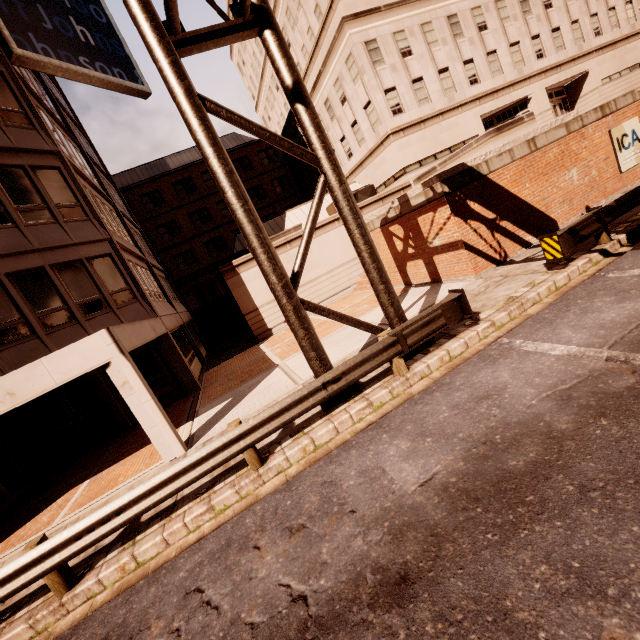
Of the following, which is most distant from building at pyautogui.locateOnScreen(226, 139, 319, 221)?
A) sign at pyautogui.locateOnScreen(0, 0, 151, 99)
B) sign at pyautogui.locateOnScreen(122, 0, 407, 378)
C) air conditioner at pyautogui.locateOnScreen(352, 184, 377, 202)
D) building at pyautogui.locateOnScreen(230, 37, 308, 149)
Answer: sign at pyautogui.locateOnScreen(122, 0, 407, 378)

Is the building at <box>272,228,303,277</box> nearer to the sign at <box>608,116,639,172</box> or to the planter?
the planter

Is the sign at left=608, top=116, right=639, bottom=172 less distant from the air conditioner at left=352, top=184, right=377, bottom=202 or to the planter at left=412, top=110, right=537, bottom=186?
the planter at left=412, top=110, right=537, bottom=186

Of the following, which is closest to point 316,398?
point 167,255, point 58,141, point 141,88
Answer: point 58,141

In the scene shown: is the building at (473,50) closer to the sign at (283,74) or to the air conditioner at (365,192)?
the air conditioner at (365,192)

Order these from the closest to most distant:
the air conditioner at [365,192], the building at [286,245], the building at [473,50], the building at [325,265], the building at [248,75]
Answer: the building at [286,245] < the building at [325,265] < the building at [473,50] < the air conditioner at [365,192] < the building at [248,75]

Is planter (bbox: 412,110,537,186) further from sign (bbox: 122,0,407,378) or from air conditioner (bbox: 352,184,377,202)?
sign (bbox: 122,0,407,378)

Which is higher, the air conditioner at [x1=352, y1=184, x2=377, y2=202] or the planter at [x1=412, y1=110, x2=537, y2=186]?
the air conditioner at [x1=352, y1=184, x2=377, y2=202]
